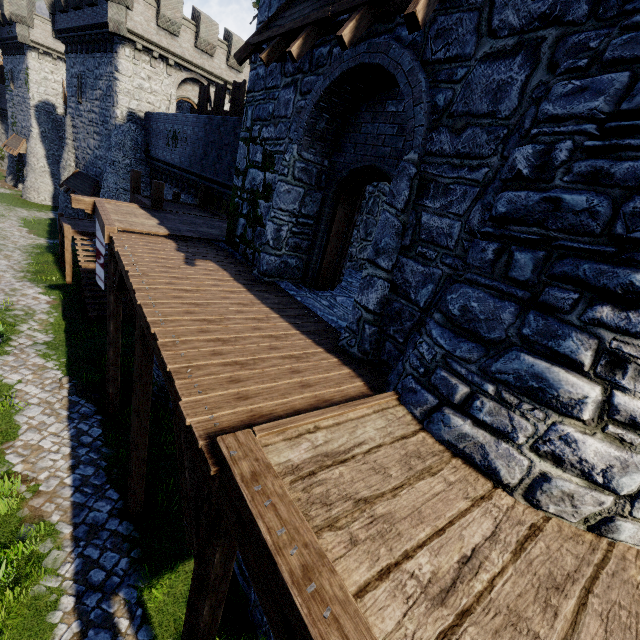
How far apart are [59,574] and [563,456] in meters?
8.9 m

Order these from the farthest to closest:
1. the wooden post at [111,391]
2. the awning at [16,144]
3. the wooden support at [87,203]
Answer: the awning at [16,144] → the wooden support at [87,203] → the wooden post at [111,391]

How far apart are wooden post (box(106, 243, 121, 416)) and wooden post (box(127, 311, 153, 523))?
3.58m

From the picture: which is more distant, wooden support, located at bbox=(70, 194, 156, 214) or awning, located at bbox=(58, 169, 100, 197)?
awning, located at bbox=(58, 169, 100, 197)

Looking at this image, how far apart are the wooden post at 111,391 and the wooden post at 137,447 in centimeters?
358cm

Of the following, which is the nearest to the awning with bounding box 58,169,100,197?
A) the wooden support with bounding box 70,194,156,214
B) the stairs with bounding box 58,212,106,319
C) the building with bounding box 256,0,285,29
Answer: the stairs with bounding box 58,212,106,319

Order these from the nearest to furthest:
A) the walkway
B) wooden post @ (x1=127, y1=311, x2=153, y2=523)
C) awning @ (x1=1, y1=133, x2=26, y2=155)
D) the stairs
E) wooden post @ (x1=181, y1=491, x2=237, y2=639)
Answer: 1. the walkway
2. wooden post @ (x1=181, y1=491, x2=237, y2=639)
3. wooden post @ (x1=127, y1=311, x2=153, y2=523)
4. the stairs
5. awning @ (x1=1, y1=133, x2=26, y2=155)

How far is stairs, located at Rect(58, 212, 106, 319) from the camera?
15.48m
